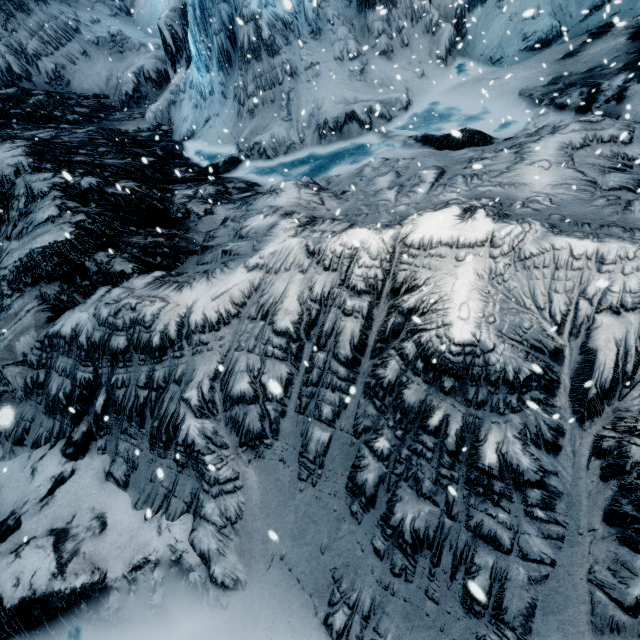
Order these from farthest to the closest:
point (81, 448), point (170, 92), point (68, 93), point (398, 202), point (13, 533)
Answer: point (68, 93) < point (170, 92) < point (398, 202) < point (81, 448) < point (13, 533)
